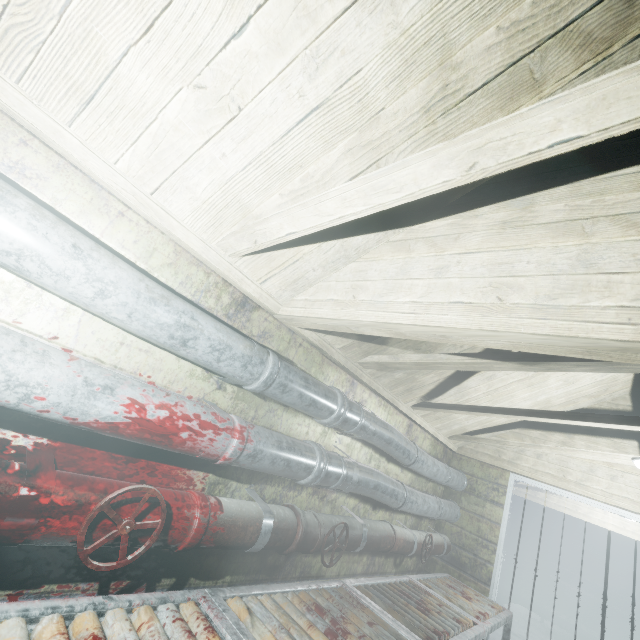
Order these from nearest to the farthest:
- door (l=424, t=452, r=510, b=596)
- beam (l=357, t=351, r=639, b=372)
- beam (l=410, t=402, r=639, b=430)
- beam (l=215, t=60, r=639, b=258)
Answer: beam (l=215, t=60, r=639, b=258) < beam (l=357, t=351, r=639, b=372) < beam (l=410, t=402, r=639, b=430) < door (l=424, t=452, r=510, b=596)

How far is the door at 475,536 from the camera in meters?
3.2 m

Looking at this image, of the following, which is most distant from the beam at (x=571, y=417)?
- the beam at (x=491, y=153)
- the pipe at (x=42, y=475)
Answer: the pipe at (x=42, y=475)

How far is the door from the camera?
3.2 meters

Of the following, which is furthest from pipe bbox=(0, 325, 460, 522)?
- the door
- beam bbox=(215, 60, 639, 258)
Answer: beam bbox=(215, 60, 639, 258)

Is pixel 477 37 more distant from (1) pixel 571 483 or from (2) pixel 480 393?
(1) pixel 571 483

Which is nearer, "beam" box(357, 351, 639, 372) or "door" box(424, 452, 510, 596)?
"beam" box(357, 351, 639, 372)

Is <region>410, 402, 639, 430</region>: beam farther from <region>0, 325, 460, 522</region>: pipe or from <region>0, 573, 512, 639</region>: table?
<region>0, 573, 512, 639</region>: table
